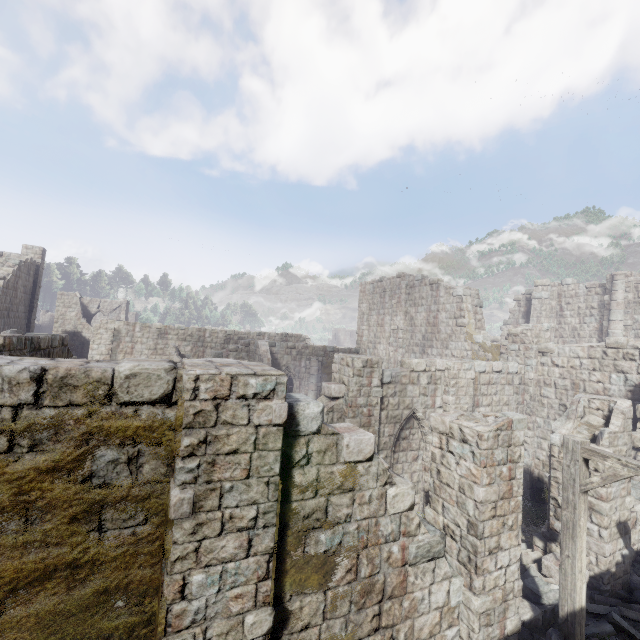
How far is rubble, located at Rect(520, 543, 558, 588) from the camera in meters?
8.2 m

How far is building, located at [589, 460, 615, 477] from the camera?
8.08m

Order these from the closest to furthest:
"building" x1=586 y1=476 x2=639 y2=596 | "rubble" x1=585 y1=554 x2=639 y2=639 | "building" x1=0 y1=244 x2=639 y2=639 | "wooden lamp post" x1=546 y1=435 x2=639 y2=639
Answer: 1. "building" x1=0 y1=244 x2=639 y2=639
2. "wooden lamp post" x1=546 y1=435 x2=639 y2=639
3. "rubble" x1=585 y1=554 x2=639 y2=639
4. "building" x1=586 y1=476 x2=639 y2=596

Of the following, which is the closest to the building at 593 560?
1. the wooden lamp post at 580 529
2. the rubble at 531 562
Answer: the rubble at 531 562

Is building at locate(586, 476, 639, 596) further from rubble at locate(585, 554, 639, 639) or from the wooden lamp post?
the wooden lamp post

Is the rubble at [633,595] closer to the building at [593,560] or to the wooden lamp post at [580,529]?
the building at [593,560]

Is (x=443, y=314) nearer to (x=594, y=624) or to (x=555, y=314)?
(x=555, y=314)

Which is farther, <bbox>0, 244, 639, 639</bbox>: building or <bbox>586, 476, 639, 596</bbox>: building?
<bbox>586, 476, 639, 596</bbox>: building
